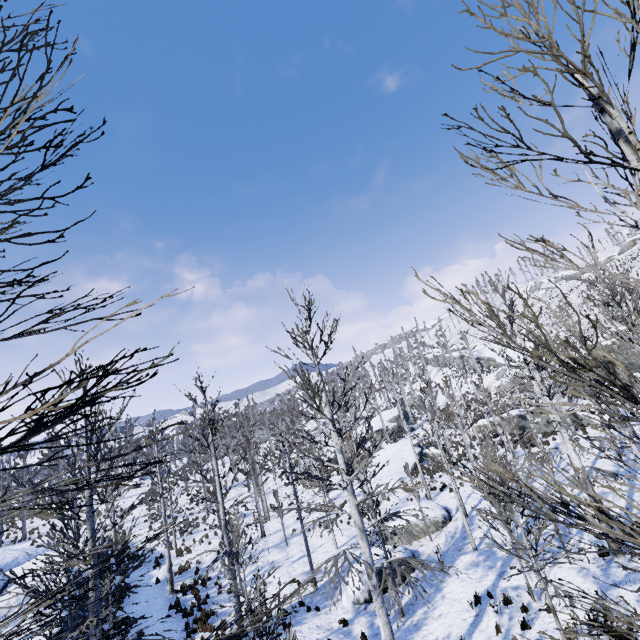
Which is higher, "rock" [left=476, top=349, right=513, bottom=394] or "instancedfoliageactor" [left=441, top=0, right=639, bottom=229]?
"rock" [left=476, top=349, right=513, bottom=394]

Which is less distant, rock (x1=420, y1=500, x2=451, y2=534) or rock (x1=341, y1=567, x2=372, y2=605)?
rock (x1=341, y1=567, x2=372, y2=605)

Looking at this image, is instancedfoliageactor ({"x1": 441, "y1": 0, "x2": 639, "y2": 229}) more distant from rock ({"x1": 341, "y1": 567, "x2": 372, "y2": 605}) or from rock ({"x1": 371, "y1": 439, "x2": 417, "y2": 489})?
rock ({"x1": 371, "y1": 439, "x2": 417, "y2": 489})

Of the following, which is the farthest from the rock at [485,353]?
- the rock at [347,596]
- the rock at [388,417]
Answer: the rock at [347,596]

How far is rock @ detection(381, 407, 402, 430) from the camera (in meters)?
51.81

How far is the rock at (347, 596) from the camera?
14.3m

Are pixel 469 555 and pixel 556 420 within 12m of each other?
yes

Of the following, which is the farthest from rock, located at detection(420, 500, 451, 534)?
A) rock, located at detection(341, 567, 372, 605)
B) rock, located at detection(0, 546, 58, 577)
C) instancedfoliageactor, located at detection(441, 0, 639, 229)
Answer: instancedfoliageactor, located at detection(441, 0, 639, 229)
